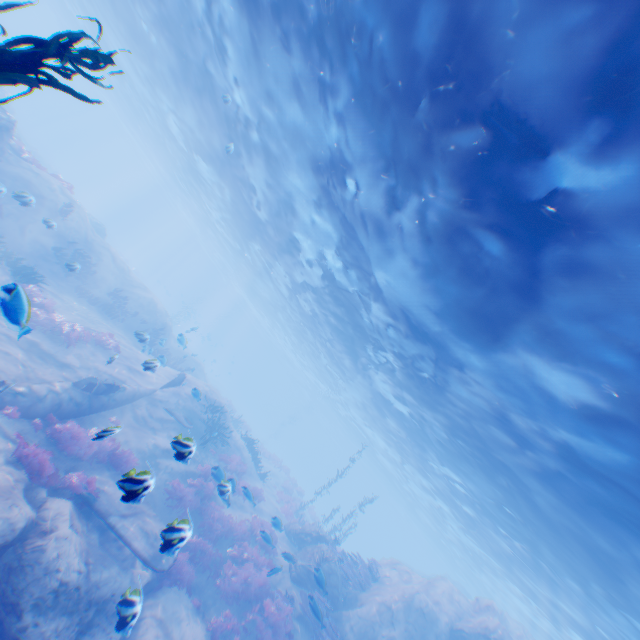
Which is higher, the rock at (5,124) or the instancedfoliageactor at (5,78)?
the instancedfoliageactor at (5,78)

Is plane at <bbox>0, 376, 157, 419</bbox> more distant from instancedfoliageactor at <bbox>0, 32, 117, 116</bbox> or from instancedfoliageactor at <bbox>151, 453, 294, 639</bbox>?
instancedfoliageactor at <bbox>151, 453, 294, 639</bbox>

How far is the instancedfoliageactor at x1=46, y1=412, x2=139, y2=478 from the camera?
9.8m

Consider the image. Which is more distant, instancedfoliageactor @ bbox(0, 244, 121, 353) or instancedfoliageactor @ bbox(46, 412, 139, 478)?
instancedfoliageactor @ bbox(46, 412, 139, 478)

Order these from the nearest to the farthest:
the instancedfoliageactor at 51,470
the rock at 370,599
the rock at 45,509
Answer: the rock at 45,509 → the instancedfoliageactor at 51,470 → the rock at 370,599

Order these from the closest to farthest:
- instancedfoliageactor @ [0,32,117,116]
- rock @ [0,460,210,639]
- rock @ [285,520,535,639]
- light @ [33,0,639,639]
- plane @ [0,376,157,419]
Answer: instancedfoliageactor @ [0,32,117,116] < light @ [33,0,639,639] < rock @ [0,460,210,639] < plane @ [0,376,157,419] < rock @ [285,520,535,639]

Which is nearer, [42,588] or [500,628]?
[42,588]
